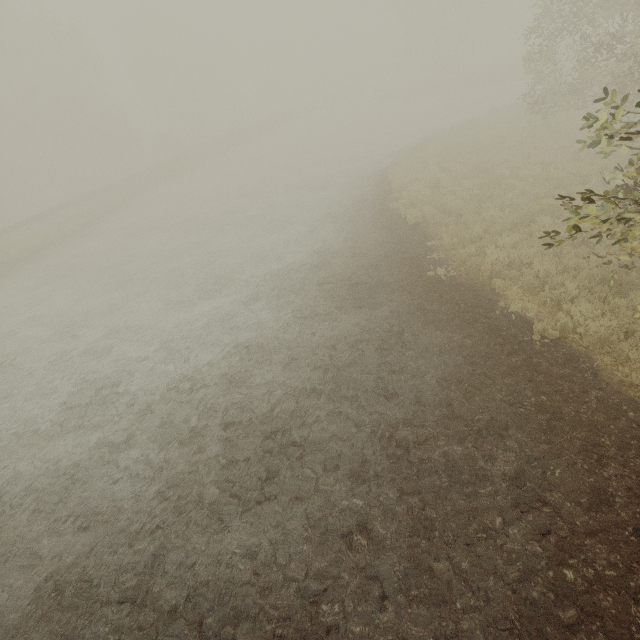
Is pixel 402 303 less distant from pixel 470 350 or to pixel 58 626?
pixel 470 350
